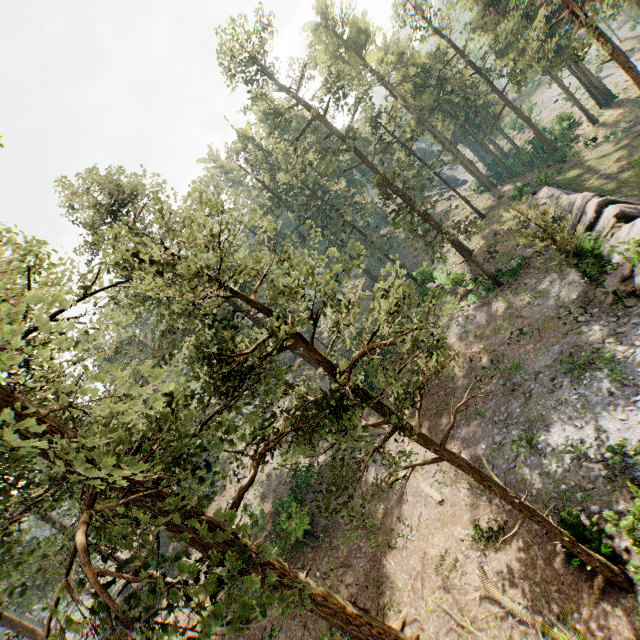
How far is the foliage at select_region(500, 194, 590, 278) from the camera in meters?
18.7 m

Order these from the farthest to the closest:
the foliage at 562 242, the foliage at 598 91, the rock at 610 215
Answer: the foliage at 562 242
the rock at 610 215
the foliage at 598 91

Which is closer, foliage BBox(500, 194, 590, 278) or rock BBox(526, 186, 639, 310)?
rock BBox(526, 186, 639, 310)

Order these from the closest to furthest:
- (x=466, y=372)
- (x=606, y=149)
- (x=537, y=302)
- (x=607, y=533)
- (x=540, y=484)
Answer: (x=607, y=533), (x=540, y=484), (x=537, y=302), (x=466, y=372), (x=606, y=149)

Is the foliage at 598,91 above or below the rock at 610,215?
above

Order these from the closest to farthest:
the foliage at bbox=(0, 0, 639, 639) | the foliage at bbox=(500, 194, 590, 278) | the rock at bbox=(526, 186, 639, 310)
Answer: the foliage at bbox=(0, 0, 639, 639), the rock at bbox=(526, 186, 639, 310), the foliage at bbox=(500, 194, 590, 278)

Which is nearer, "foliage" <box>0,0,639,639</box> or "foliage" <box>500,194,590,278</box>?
"foliage" <box>0,0,639,639</box>
